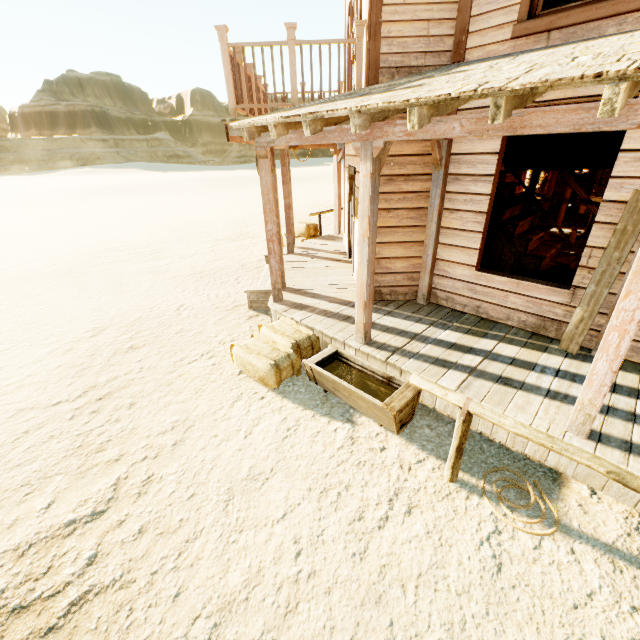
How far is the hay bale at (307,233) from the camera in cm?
1062

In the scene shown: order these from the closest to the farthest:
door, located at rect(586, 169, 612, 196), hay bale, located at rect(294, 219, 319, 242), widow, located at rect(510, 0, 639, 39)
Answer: widow, located at rect(510, 0, 639, 39)
hay bale, located at rect(294, 219, 319, 242)
door, located at rect(586, 169, 612, 196)

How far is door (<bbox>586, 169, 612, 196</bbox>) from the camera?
11.5m

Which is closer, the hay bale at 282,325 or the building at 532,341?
the building at 532,341

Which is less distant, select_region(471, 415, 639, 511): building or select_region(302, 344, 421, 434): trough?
select_region(471, 415, 639, 511): building

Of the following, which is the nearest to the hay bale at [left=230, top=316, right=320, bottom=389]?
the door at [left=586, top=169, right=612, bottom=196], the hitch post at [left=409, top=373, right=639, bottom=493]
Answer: the hitch post at [left=409, top=373, right=639, bottom=493]

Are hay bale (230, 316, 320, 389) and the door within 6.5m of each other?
no

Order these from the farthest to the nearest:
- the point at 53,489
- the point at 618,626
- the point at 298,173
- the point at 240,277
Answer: the point at 298,173 < the point at 240,277 < the point at 53,489 < the point at 618,626
